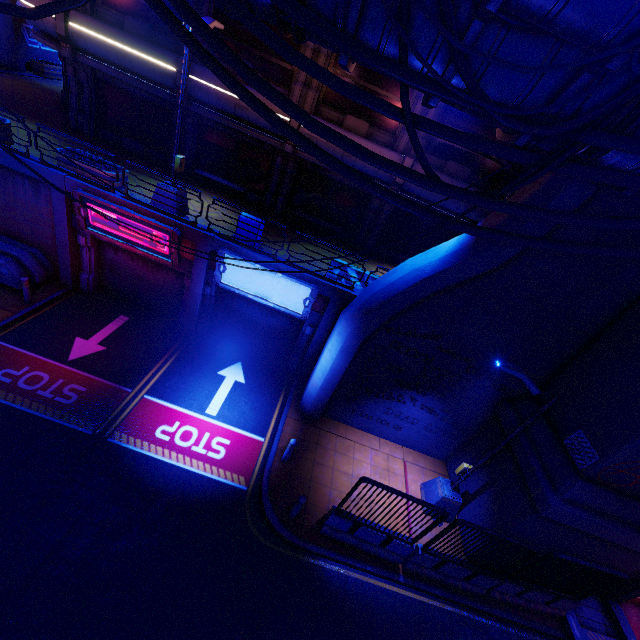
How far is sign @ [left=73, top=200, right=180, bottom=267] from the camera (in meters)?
11.27

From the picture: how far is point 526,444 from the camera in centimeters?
936cm

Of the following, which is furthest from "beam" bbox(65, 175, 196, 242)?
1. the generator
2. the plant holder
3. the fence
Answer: the plant holder

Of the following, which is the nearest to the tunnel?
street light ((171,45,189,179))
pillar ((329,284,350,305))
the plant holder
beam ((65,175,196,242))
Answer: pillar ((329,284,350,305))

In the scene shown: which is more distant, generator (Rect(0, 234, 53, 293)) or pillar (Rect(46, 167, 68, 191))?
generator (Rect(0, 234, 53, 293))

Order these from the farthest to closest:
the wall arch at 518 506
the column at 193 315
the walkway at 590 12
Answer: the column at 193 315
the wall arch at 518 506
the walkway at 590 12

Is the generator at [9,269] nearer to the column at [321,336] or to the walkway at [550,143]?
the walkway at [550,143]

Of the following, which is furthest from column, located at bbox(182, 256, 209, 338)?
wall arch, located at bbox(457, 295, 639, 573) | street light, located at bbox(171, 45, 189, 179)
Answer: wall arch, located at bbox(457, 295, 639, 573)
